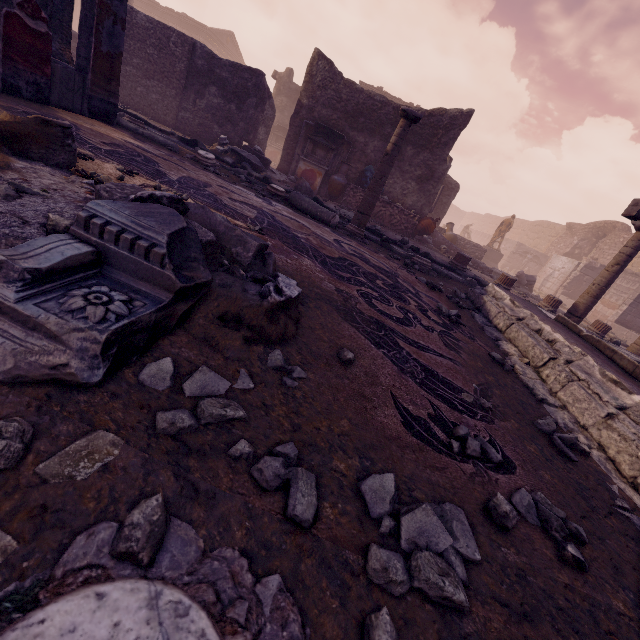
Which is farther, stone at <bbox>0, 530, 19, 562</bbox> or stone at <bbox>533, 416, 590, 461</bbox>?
stone at <bbox>533, 416, 590, 461</bbox>

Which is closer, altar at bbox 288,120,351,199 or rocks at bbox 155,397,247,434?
rocks at bbox 155,397,247,434

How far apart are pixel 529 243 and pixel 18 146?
35.2m

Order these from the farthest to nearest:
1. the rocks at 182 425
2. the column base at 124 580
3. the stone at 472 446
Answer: the stone at 472 446, the rocks at 182 425, the column base at 124 580

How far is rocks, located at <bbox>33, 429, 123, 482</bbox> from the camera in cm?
80

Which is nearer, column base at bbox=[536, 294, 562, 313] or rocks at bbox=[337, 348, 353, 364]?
rocks at bbox=[337, 348, 353, 364]

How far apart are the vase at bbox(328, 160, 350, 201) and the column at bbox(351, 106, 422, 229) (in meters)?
5.03

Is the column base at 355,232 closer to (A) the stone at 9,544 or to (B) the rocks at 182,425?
(B) the rocks at 182,425
